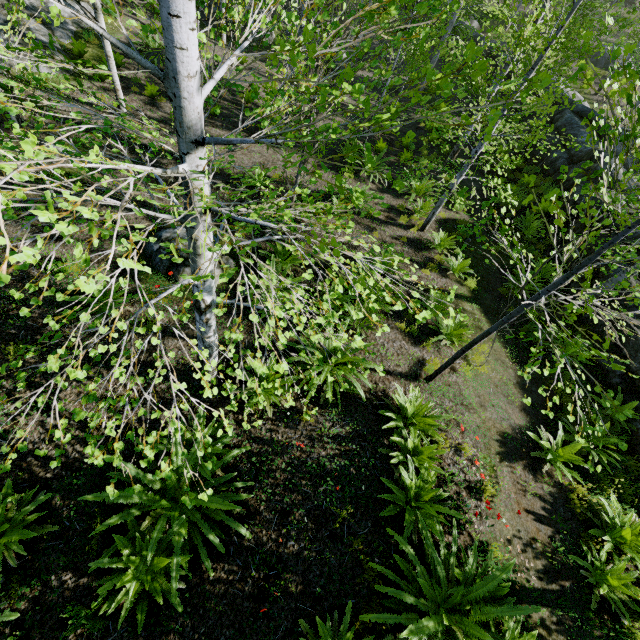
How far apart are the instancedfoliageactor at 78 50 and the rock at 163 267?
7.69m

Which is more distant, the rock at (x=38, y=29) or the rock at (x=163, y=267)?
the rock at (x=38, y=29)

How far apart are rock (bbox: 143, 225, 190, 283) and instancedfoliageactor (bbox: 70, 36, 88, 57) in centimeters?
769cm

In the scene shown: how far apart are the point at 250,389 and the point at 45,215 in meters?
4.5 m

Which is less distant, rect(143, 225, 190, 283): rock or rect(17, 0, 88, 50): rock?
rect(143, 225, 190, 283): rock

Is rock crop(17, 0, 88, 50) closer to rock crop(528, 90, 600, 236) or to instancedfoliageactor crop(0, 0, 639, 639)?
instancedfoliageactor crop(0, 0, 639, 639)

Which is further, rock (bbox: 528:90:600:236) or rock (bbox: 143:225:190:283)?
rock (bbox: 528:90:600:236)

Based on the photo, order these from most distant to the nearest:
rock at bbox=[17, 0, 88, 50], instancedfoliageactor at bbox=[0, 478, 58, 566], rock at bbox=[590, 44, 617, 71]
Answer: rock at bbox=[590, 44, 617, 71], rock at bbox=[17, 0, 88, 50], instancedfoliageactor at bbox=[0, 478, 58, 566]
